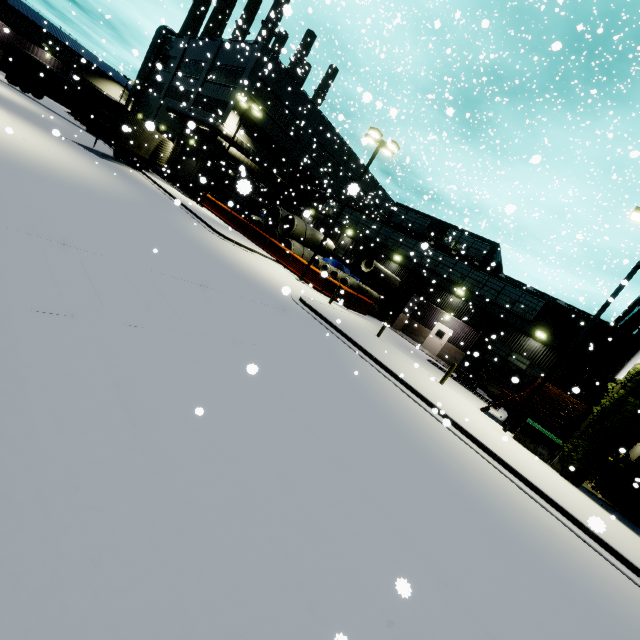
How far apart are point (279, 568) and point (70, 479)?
1.97m

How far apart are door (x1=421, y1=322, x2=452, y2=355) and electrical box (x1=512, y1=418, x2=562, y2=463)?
12.4 meters

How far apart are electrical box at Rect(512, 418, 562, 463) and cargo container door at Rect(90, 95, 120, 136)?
12.35m

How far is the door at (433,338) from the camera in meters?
26.3 m

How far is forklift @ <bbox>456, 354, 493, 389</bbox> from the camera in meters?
19.9 m

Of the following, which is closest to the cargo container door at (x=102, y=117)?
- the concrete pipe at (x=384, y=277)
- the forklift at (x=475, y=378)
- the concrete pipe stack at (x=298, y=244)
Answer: the concrete pipe stack at (x=298, y=244)

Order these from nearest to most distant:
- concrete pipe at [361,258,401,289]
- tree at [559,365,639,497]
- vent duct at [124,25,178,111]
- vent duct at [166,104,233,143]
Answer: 1. tree at [559,365,639,497]
2. concrete pipe at [361,258,401,289]
3. vent duct at [166,104,233,143]
4. vent duct at [124,25,178,111]

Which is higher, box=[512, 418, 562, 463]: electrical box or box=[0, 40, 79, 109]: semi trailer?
box=[0, 40, 79, 109]: semi trailer
